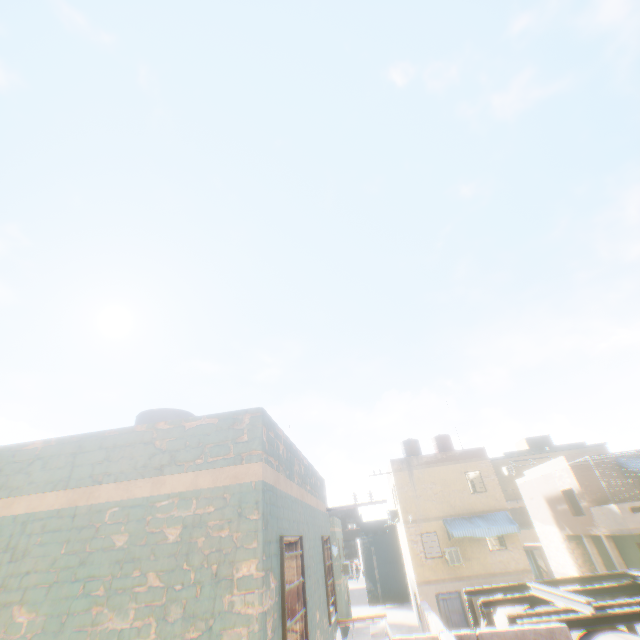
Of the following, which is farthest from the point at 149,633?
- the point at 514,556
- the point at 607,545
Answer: the point at 607,545
